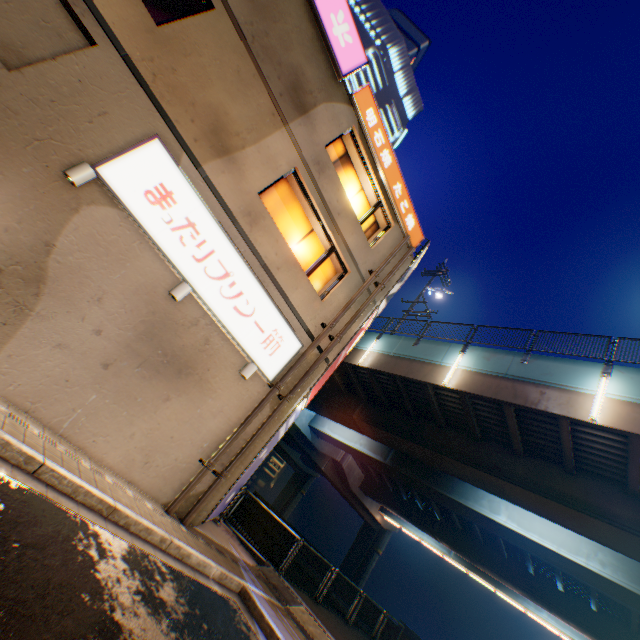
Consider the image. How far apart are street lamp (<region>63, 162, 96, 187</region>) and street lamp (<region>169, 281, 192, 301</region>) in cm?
245

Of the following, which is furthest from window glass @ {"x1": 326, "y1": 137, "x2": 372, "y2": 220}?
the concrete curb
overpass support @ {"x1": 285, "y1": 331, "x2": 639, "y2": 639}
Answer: the concrete curb

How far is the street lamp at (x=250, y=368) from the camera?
8.2 meters

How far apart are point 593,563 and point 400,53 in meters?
69.2 m

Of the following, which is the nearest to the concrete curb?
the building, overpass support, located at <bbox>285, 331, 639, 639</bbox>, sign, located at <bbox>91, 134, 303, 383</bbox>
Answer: overpass support, located at <bbox>285, 331, 639, 639</bbox>

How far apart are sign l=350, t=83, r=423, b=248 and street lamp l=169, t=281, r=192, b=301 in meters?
7.8 m

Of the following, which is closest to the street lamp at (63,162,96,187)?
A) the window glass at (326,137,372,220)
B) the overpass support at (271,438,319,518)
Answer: the window glass at (326,137,372,220)

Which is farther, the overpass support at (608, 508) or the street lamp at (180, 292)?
the overpass support at (608, 508)
